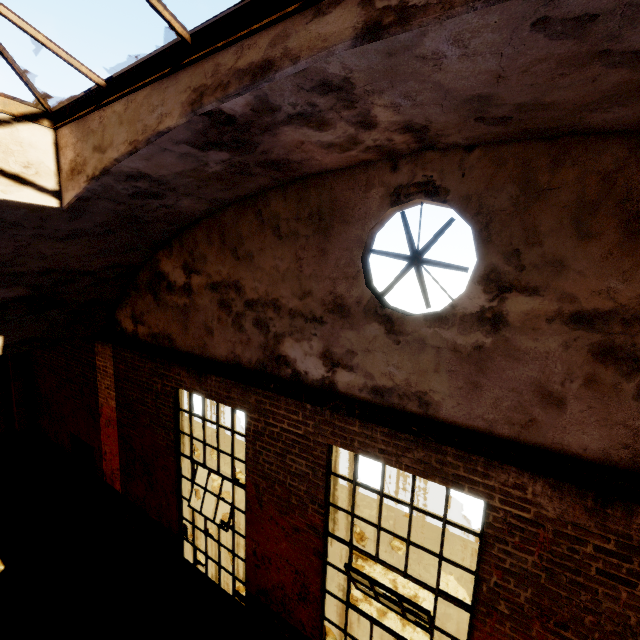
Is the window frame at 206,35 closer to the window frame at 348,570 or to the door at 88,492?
the window frame at 348,570

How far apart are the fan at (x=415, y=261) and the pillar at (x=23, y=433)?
11.0 meters

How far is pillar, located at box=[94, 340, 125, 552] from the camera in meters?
6.9 m

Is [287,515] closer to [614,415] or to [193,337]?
[193,337]

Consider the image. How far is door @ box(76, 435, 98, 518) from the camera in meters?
8.2

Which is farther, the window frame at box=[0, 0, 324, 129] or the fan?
the fan

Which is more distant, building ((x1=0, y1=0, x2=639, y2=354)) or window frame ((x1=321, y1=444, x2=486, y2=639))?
window frame ((x1=321, y1=444, x2=486, y2=639))

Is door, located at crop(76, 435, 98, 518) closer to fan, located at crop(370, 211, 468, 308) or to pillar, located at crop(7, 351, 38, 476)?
pillar, located at crop(7, 351, 38, 476)
